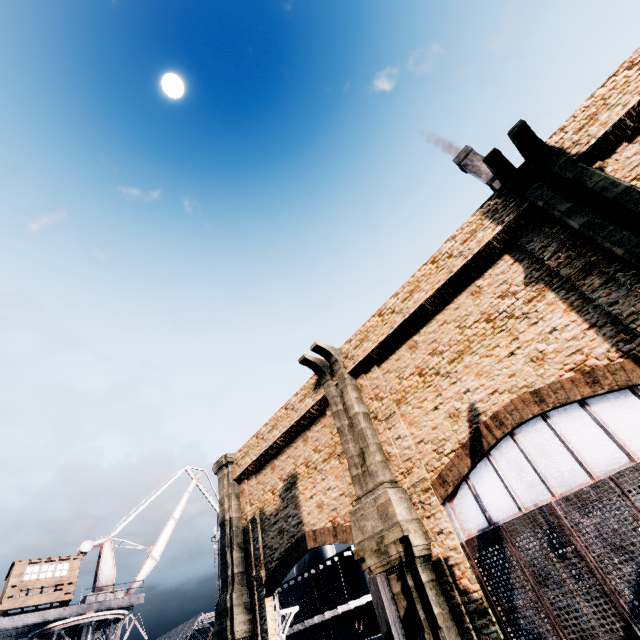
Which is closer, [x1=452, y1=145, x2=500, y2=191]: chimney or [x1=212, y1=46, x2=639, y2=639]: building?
[x1=212, y1=46, x2=639, y2=639]: building

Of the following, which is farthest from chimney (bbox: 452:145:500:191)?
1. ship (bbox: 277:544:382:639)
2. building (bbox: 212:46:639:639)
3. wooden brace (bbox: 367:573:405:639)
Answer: wooden brace (bbox: 367:573:405:639)

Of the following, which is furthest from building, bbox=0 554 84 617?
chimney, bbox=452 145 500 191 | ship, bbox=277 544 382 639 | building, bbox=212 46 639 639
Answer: chimney, bbox=452 145 500 191

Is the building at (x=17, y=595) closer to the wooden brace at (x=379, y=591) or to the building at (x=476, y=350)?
the building at (x=476, y=350)

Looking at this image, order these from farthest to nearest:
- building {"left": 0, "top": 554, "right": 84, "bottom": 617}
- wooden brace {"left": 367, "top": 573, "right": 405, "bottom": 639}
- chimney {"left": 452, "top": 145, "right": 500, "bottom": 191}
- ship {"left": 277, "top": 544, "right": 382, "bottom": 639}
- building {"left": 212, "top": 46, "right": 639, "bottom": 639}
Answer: chimney {"left": 452, "top": 145, "right": 500, "bottom": 191}, building {"left": 0, "top": 554, "right": 84, "bottom": 617}, ship {"left": 277, "top": 544, "right": 382, "bottom": 639}, wooden brace {"left": 367, "top": 573, "right": 405, "bottom": 639}, building {"left": 212, "top": 46, "right": 639, "bottom": 639}

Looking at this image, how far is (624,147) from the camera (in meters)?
10.30

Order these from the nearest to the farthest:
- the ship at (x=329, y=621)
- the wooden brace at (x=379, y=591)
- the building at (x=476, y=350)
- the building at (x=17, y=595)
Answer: the building at (x=476, y=350), the wooden brace at (x=379, y=591), the ship at (x=329, y=621), the building at (x=17, y=595)

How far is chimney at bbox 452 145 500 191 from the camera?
51.75m
